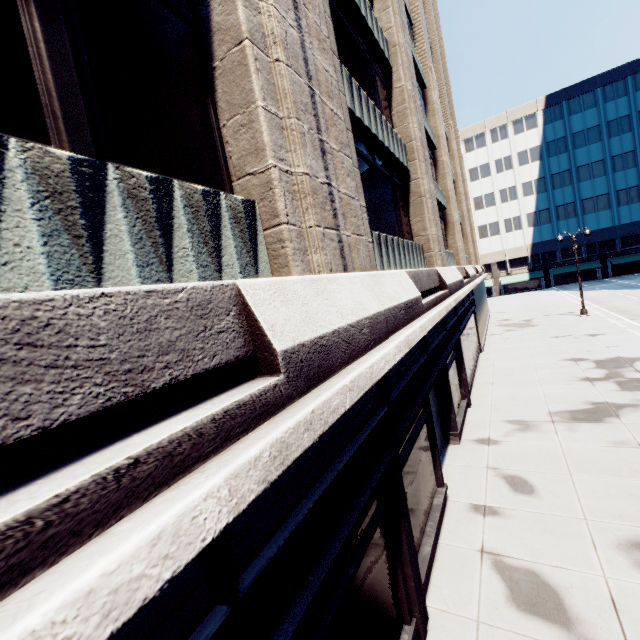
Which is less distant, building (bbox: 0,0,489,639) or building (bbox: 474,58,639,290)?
building (bbox: 0,0,489,639)

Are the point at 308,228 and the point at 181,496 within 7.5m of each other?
yes

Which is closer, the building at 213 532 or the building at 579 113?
the building at 213 532
